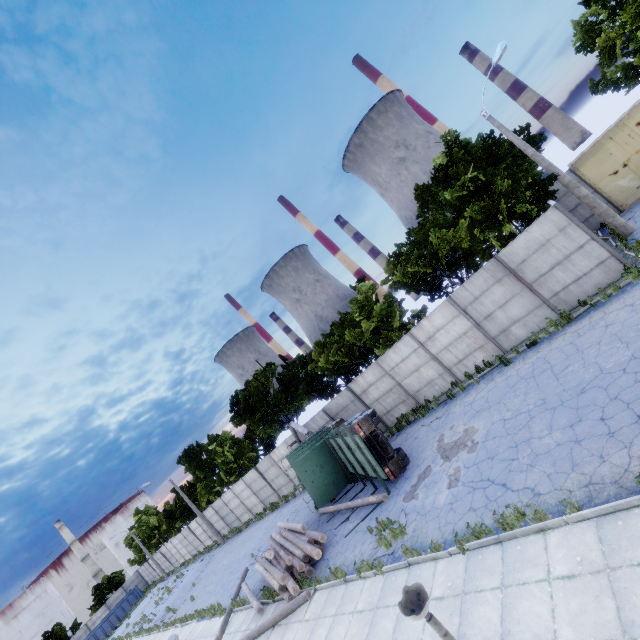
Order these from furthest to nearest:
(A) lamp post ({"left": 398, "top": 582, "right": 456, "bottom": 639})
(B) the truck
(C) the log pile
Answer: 1. (B) the truck
2. (C) the log pile
3. (A) lamp post ({"left": 398, "top": 582, "right": 456, "bottom": 639})

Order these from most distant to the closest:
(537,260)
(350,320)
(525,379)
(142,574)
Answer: (142,574), (350,320), (537,260), (525,379)

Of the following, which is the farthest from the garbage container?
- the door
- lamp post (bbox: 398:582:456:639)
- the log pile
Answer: the door

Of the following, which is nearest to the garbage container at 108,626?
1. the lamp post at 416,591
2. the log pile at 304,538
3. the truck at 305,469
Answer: the log pile at 304,538

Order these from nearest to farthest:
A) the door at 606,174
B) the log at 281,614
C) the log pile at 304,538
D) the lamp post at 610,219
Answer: the log at 281,614, the log pile at 304,538, the lamp post at 610,219, the door at 606,174

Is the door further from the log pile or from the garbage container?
the garbage container

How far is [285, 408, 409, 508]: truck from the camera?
13.5m

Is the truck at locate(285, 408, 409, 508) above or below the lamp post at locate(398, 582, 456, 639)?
below
